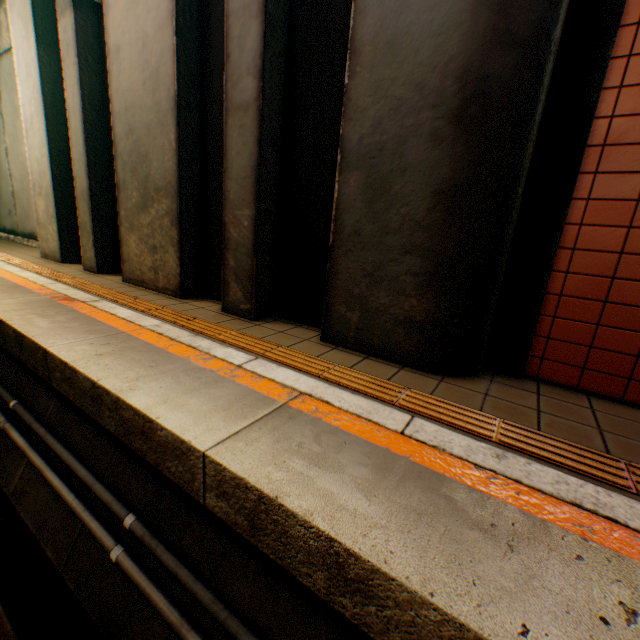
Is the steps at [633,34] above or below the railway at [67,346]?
above

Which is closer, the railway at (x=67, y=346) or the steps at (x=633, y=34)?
the railway at (x=67, y=346)

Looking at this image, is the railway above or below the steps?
below

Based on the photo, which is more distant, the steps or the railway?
the steps

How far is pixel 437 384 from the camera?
2.59m
